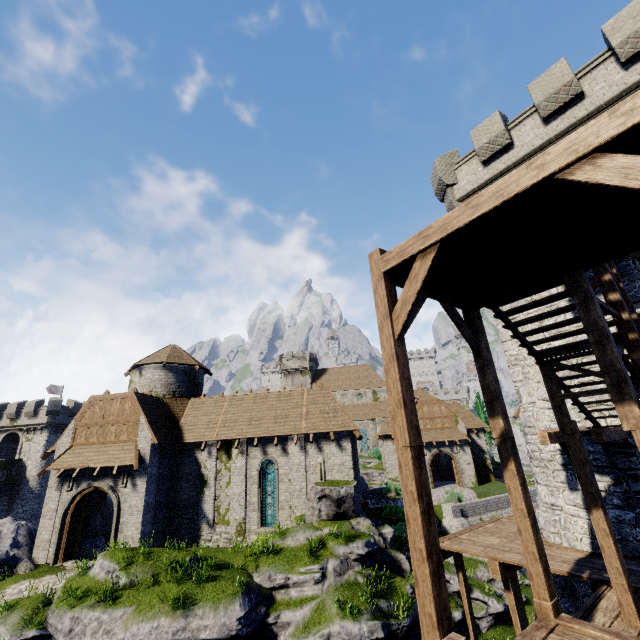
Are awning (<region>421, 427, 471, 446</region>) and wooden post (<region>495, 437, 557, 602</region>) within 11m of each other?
no

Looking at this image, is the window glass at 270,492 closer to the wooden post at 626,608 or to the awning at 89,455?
the awning at 89,455

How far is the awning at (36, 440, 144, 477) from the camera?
18.4m

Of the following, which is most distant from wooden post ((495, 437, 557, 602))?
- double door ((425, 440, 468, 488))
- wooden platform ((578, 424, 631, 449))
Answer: double door ((425, 440, 468, 488))

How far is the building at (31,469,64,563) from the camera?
17.9m

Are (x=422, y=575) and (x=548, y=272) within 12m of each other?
yes

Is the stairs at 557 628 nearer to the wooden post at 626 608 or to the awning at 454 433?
the wooden post at 626 608

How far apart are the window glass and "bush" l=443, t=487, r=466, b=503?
16.0 meters
